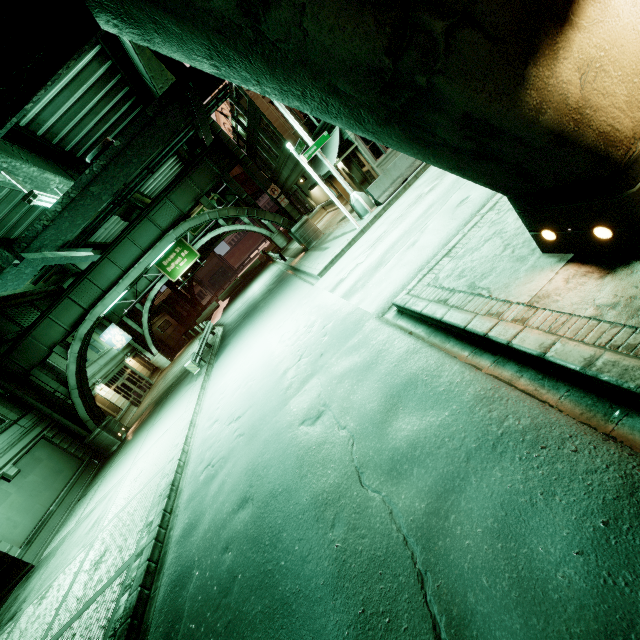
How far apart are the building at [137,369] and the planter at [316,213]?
21.5m

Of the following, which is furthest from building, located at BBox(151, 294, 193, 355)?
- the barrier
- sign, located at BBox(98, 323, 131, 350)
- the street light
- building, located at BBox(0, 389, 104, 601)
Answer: the barrier

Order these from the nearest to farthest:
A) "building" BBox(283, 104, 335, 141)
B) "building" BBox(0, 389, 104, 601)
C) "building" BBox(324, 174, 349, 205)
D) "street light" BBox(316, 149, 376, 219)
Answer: "building" BBox(0, 389, 104, 601)
"street light" BBox(316, 149, 376, 219)
"building" BBox(283, 104, 335, 141)
"building" BBox(324, 174, 349, 205)

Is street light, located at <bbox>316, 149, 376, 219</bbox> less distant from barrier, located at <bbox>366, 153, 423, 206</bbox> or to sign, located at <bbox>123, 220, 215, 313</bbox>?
barrier, located at <bbox>366, 153, 423, 206</bbox>

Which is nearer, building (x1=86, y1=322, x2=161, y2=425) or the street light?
the street light

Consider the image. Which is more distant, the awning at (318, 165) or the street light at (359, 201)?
the awning at (318, 165)

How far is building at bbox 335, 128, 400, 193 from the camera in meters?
17.0

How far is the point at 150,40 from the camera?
3.06m
